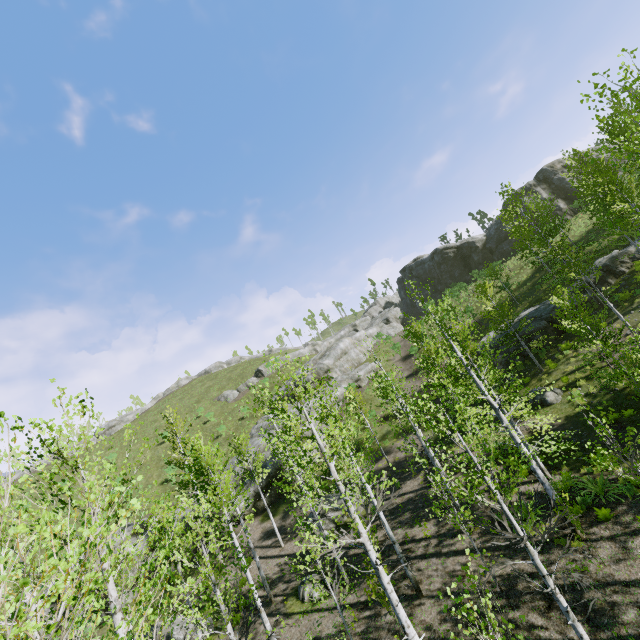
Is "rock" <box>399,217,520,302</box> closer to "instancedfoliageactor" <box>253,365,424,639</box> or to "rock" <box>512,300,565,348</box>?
"instancedfoliageactor" <box>253,365,424,639</box>

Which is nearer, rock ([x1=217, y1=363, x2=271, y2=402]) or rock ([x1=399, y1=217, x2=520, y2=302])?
rock ([x1=399, y1=217, x2=520, y2=302])

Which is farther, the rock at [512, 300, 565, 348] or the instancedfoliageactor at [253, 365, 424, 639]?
the rock at [512, 300, 565, 348]

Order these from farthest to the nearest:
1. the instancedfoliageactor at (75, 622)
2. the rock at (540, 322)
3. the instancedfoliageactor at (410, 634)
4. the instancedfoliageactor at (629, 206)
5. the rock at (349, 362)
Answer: the rock at (349, 362) → the rock at (540, 322) → the instancedfoliageactor at (629, 206) → the instancedfoliageactor at (410, 634) → the instancedfoliageactor at (75, 622)

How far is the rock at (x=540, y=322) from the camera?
22.4 meters

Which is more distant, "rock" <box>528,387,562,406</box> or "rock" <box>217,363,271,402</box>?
"rock" <box>217,363,271,402</box>

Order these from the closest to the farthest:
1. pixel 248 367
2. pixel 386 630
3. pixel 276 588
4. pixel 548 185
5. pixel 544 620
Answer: pixel 544 620
pixel 386 630
pixel 276 588
pixel 548 185
pixel 248 367
